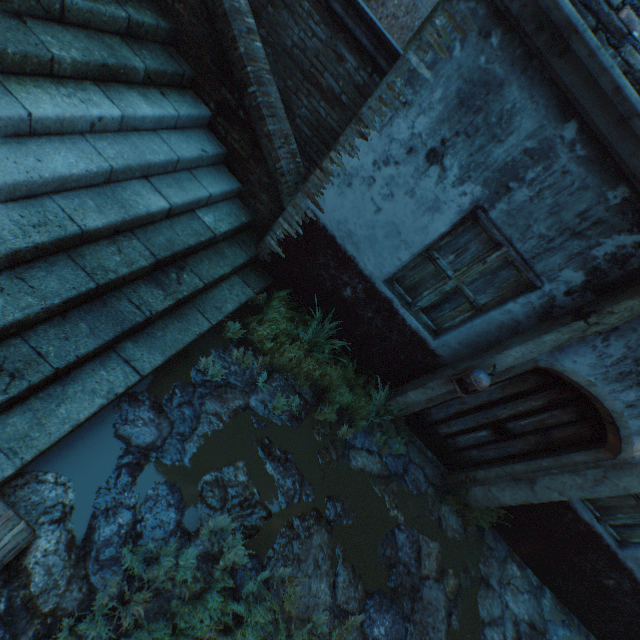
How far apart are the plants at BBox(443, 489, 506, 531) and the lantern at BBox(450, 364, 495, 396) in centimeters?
192cm

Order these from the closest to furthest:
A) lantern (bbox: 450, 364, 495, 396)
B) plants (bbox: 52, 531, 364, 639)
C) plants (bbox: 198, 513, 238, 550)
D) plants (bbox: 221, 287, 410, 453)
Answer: plants (bbox: 52, 531, 364, 639) < plants (bbox: 198, 513, 238, 550) < lantern (bbox: 450, 364, 495, 396) < plants (bbox: 221, 287, 410, 453)

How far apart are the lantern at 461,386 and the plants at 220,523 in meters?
2.5 m

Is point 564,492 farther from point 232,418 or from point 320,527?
point 232,418

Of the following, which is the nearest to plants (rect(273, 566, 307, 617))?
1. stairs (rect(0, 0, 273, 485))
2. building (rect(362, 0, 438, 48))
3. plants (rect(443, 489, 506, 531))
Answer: stairs (rect(0, 0, 273, 485))

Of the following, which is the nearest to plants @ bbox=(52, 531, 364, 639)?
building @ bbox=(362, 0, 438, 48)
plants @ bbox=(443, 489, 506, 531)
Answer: plants @ bbox=(443, 489, 506, 531)

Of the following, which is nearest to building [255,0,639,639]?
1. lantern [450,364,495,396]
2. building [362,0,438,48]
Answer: building [362,0,438,48]

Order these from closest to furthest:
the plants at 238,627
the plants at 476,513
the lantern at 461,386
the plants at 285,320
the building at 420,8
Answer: the plants at 238,627 < the lantern at 461,386 < the plants at 285,320 < the plants at 476,513 < the building at 420,8
